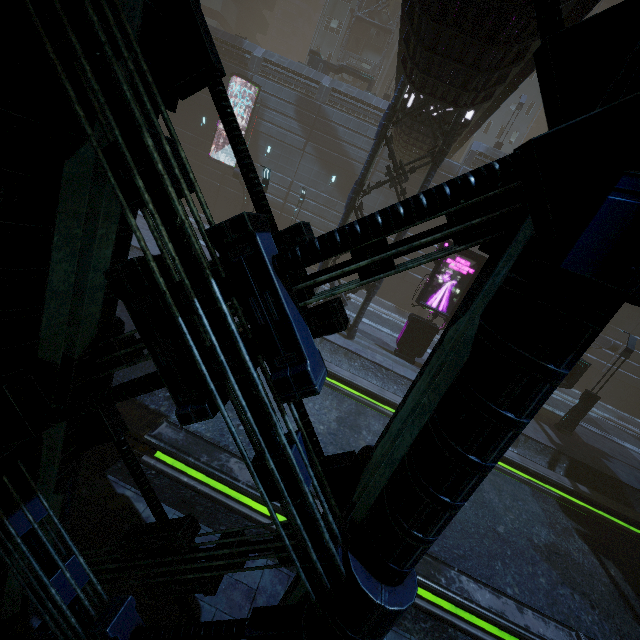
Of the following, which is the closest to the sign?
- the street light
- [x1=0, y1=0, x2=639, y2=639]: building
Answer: [x1=0, y1=0, x2=639, y2=639]: building

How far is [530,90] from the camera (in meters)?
33.78

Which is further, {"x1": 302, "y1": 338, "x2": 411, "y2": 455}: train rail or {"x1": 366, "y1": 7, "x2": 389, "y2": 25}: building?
{"x1": 366, "y1": 7, "x2": 389, "y2": 25}: building

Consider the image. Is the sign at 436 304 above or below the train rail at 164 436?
above

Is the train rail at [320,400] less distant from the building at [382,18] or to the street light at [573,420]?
the building at [382,18]

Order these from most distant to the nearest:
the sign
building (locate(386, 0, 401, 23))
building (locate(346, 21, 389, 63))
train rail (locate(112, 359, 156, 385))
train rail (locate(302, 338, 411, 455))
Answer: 1. building (locate(346, 21, 389, 63))
2. building (locate(386, 0, 401, 23))
3. the sign
4. train rail (locate(302, 338, 411, 455))
5. train rail (locate(112, 359, 156, 385))

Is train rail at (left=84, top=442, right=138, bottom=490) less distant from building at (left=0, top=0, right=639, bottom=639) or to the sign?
building at (left=0, top=0, right=639, bottom=639)
